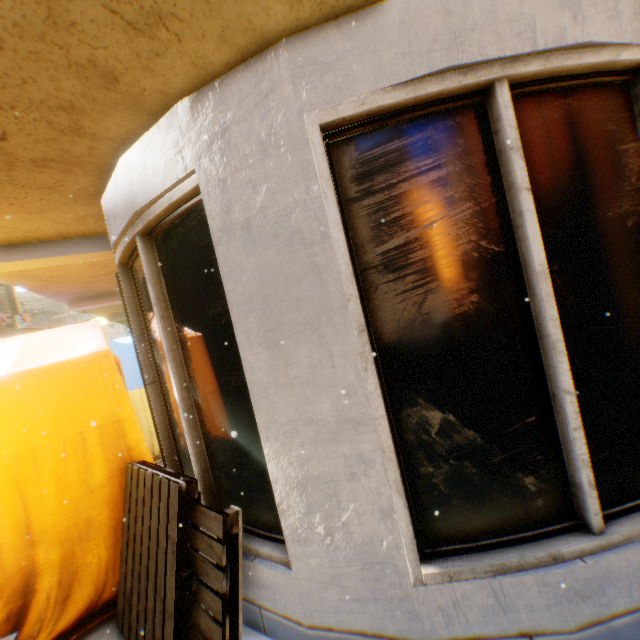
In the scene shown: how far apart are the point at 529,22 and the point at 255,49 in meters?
1.3 m

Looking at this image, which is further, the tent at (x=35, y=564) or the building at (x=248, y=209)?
the tent at (x=35, y=564)

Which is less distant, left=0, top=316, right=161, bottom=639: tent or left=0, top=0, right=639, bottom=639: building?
left=0, top=0, right=639, bottom=639: building
